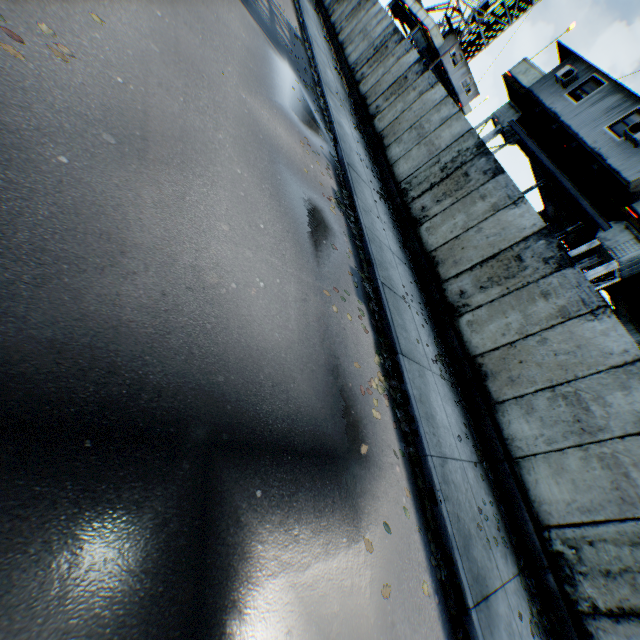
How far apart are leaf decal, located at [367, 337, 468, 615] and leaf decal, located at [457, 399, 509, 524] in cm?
191

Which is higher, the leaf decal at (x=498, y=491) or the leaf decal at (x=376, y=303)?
the leaf decal at (x=498, y=491)

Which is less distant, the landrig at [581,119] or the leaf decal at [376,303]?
the leaf decal at [376,303]

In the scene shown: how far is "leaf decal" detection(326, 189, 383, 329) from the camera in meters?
6.7 m

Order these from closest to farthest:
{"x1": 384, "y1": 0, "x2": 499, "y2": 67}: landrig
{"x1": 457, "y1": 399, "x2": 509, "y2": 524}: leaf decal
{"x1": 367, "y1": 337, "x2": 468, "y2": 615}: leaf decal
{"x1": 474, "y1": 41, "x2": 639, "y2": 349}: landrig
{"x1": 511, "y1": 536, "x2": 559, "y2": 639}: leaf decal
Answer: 1. {"x1": 367, "y1": 337, "x2": 468, "y2": 615}: leaf decal
2. {"x1": 511, "y1": 536, "x2": 559, "y2": 639}: leaf decal
3. {"x1": 457, "y1": 399, "x2": 509, "y2": 524}: leaf decal
4. {"x1": 474, "y1": 41, "x2": 639, "y2": 349}: landrig
5. {"x1": 384, "y1": 0, "x2": 499, "y2": 67}: landrig

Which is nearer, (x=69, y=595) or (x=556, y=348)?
(x=69, y=595)

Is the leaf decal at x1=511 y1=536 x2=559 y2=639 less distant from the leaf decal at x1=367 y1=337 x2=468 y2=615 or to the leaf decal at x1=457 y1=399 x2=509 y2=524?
the leaf decal at x1=457 y1=399 x2=509 y2=524

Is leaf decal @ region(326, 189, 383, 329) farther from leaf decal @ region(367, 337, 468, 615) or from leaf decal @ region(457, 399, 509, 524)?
leaf decal @ region(457, 399, 509, 524)
